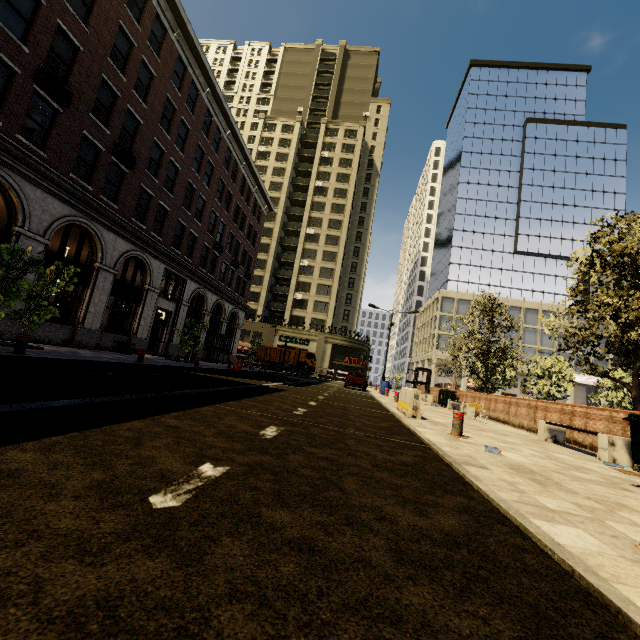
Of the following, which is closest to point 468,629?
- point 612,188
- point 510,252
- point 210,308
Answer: point 210,308

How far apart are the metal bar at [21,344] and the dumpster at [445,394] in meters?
19.9

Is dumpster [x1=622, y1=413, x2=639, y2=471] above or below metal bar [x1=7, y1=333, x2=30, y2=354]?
above

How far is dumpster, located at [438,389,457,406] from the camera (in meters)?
20.27

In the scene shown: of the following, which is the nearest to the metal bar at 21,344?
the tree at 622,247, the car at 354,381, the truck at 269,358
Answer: the tree at 622,247

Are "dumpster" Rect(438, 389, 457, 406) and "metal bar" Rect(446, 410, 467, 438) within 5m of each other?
no

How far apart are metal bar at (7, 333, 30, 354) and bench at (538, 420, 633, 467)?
14.49m

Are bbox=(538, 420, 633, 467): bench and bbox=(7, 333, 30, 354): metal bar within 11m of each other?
no
